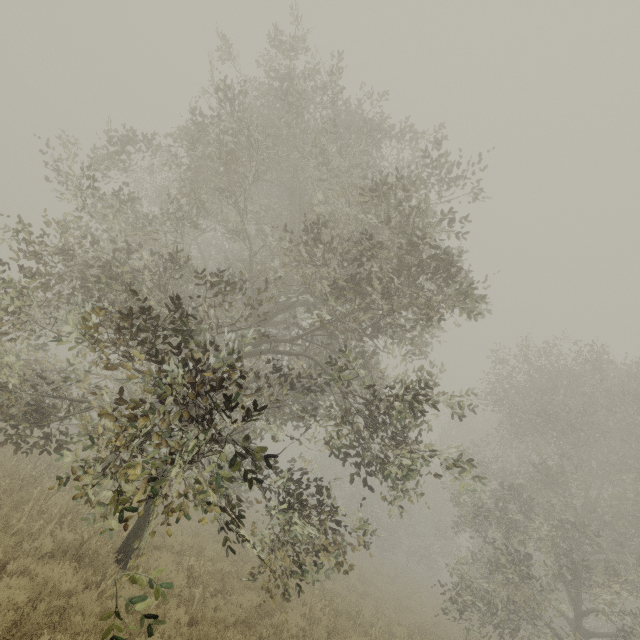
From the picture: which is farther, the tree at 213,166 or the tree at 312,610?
the tree at 312,610

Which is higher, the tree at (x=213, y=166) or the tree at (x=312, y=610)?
the tree at (x=213, y=166)

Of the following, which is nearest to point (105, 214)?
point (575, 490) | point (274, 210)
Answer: point (274, 210)

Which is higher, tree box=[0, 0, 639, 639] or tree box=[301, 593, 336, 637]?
tree box=[0, 0, 639, 639]

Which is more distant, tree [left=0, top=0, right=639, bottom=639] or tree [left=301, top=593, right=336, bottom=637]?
tree [left=301, top=593, right=336, bottom=637]
